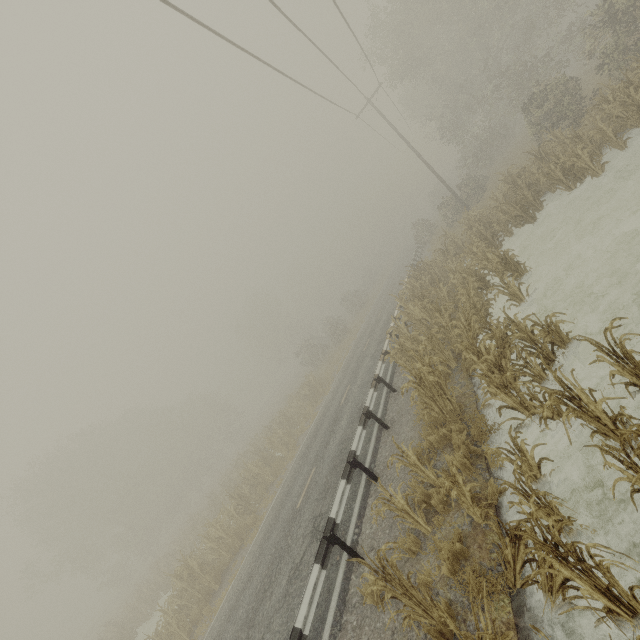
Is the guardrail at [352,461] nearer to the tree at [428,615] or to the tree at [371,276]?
the tree at [428,615]

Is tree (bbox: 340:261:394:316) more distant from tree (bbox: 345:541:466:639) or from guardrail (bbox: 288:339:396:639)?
tree (bbox: 345:541:466:639)

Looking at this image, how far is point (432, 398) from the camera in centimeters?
733cm

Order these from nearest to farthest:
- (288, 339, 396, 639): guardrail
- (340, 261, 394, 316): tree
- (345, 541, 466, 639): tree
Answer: (345, 541, 466, 639): tree, (288, 339, 396, 639): guardrail, (340, 261, 394, 316): tree

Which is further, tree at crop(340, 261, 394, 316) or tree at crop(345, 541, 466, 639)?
tree at crop(340, 261, 394, 316)

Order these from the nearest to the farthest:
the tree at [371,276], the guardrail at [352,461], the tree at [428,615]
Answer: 1. the tree at [428,615]
2. the guardrail at [352,461]
3. the tree at [371,276]
